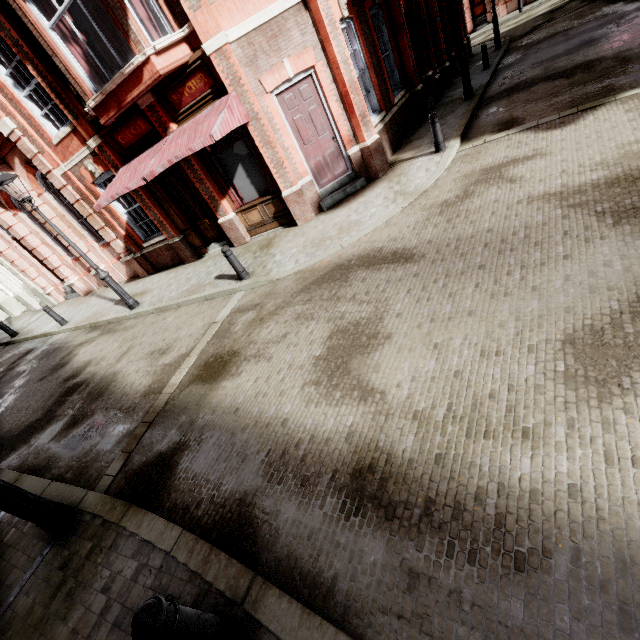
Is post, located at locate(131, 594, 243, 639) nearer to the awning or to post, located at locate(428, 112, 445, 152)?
the awning

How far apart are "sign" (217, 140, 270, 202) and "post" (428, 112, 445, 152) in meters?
4.7 m

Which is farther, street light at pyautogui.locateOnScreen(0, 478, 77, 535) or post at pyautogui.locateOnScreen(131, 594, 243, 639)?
street light at pyautogui.locateOnScreen(0, 478, 77, 535)

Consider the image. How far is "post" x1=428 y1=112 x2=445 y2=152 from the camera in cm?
831

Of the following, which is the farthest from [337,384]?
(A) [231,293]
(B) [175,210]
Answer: (B) [175,210]

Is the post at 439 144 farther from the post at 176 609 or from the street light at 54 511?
the street light at 54 511

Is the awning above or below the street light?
above

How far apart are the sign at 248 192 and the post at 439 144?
4.73m
